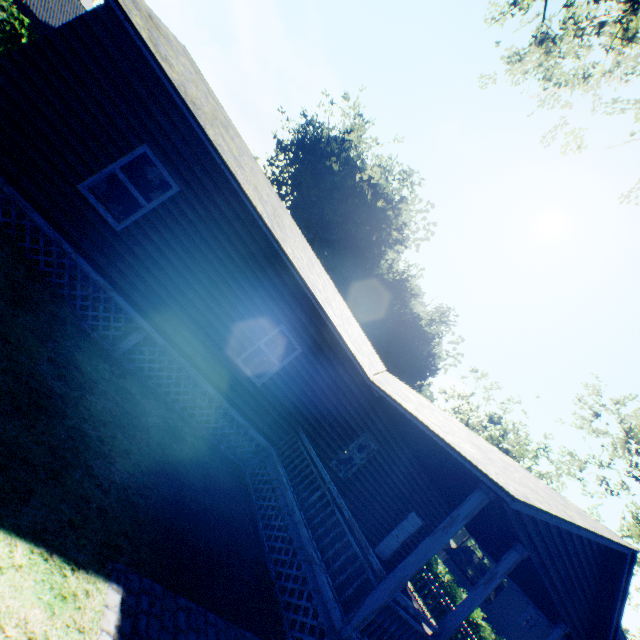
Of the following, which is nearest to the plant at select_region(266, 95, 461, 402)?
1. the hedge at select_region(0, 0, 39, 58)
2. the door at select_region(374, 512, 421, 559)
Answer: the hedge at select_region(0, 0, 39, 58)

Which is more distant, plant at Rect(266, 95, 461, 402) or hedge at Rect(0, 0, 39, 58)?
plant at Rect(266, 95, 461, 402)

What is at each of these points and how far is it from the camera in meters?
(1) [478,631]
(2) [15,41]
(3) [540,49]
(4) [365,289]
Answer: (1) hedge, 19.8
(2) hedge, 13.9
(3) tree, 13.9
(4) plant, 43.5

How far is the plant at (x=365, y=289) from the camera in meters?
33.2

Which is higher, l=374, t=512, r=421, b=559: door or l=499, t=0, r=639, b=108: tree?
l=499, t=0, r=639, b=108: tree

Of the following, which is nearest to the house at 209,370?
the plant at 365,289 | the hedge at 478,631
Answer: the hedge at 478,631

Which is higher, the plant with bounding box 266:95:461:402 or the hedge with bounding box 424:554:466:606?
the plant with bounding box 266:95:461:402

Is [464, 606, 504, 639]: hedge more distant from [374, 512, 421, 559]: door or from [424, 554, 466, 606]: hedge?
[374, 512, 421, 559]: door
